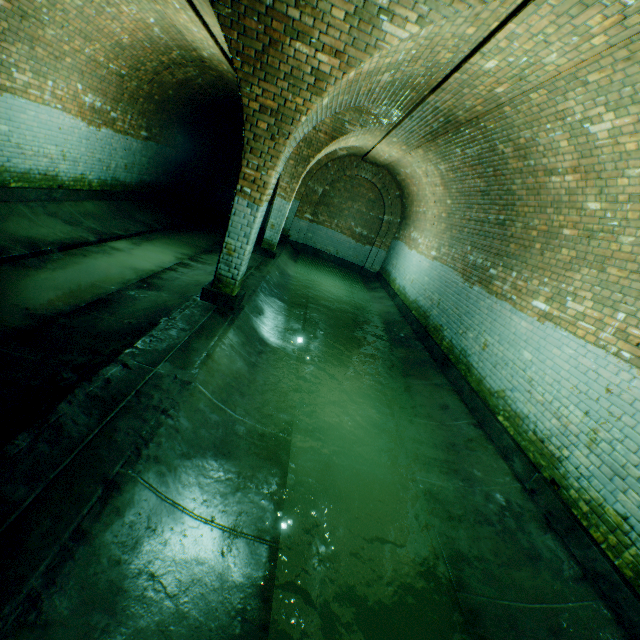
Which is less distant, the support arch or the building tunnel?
the building tunnel

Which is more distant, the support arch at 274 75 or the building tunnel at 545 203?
the support arch at 274 75

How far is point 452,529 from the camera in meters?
3.4
